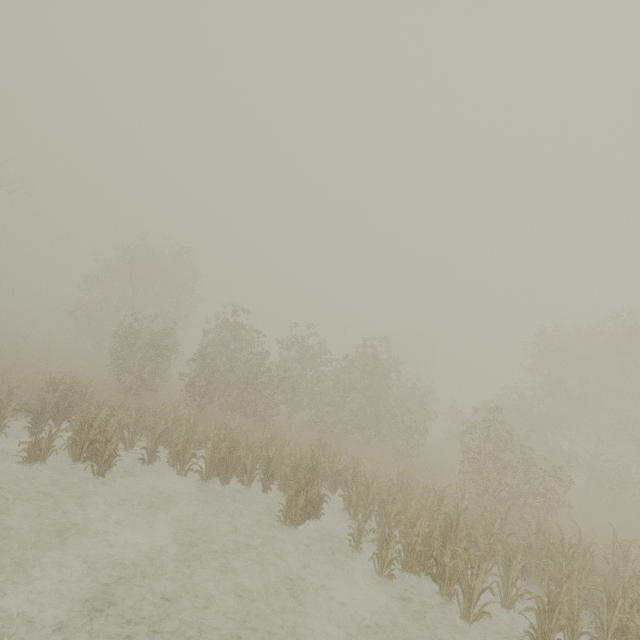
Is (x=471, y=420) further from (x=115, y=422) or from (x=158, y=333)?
(x=158, y=333)
